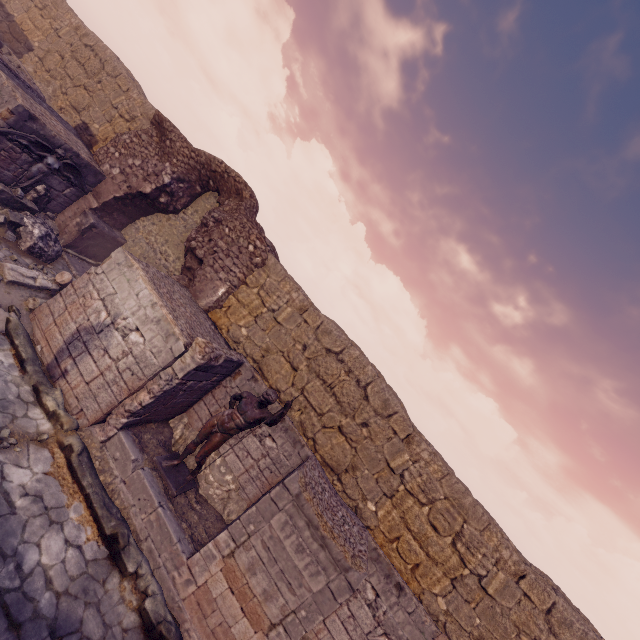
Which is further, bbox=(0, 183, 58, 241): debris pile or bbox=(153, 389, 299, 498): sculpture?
bbox=(0, 183, 58, 241): debris pile

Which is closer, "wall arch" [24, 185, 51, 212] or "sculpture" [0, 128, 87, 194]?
"sculpture" [0, 128, 87, 194]

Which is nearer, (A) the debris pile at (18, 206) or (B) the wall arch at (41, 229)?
(A) the debris pile at (18, 206)

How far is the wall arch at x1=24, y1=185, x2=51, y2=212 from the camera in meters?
9.5

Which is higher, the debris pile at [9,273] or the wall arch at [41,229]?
the wall arch at [41,229]

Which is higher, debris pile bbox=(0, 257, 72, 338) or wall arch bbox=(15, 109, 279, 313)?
wall arch bbox=(15, 109, 279, 313)

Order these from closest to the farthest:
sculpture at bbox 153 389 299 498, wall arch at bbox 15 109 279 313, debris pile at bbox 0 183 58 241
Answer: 1. sculpture at bbox 153 389 299 498
2. debris pile at bbox 0 183 58 241
3. wall arch at bbox 15 109 279 313

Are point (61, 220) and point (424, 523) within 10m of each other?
no
